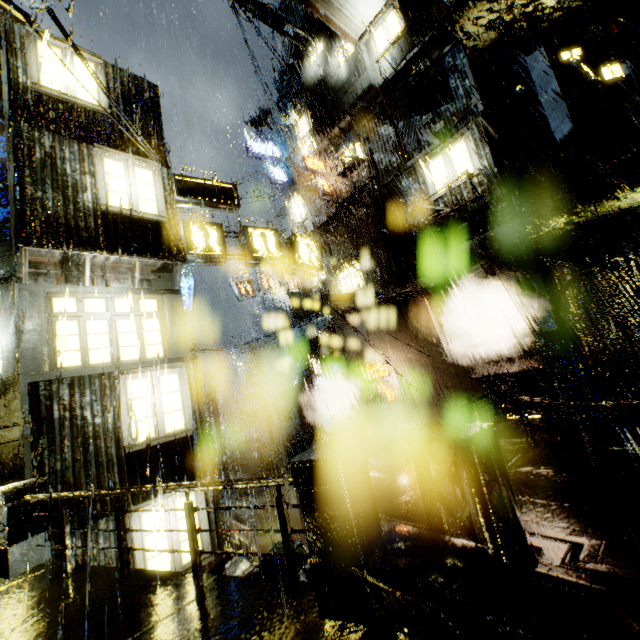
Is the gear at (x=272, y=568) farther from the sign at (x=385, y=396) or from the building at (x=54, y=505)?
the sign at (x=385, y=396)

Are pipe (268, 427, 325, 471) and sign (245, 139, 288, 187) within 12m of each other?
no

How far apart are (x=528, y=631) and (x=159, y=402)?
8.1m

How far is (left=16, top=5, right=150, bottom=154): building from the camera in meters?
8.6

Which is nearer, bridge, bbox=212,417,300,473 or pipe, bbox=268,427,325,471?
pipe, bbox=268,427,325,471

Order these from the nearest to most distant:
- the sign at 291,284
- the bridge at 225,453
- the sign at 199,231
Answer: the sign at 199,231 → the bridge at 225,453 → the sign at 291,284

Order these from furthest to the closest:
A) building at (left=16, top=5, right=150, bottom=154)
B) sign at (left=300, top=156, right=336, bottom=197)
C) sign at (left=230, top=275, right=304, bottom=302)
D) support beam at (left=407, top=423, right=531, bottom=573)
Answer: sign at (left=230, top=275, right=304, bottom=302) < sign at (left=300, top=156, right=336, bottom=197) < building at (left=16, top=5, right=150, bottom=154) < support beam at (left=407, top=423, right=531, bottom=573)

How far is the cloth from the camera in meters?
19.7 m
